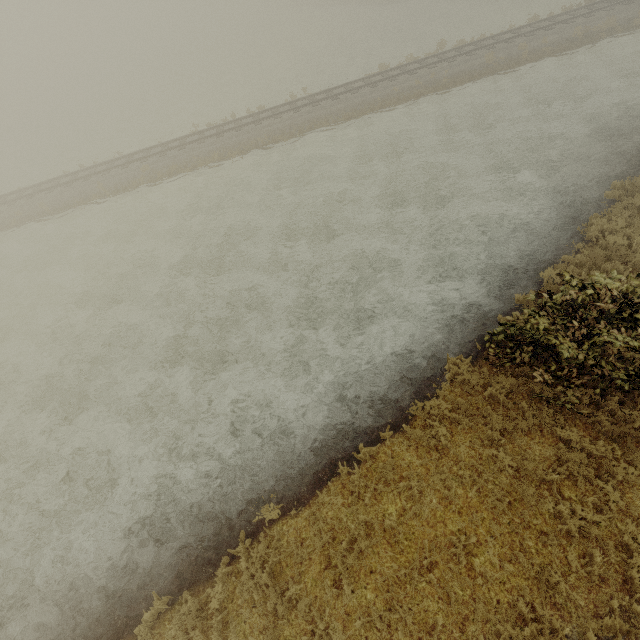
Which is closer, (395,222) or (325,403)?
(325,403)
